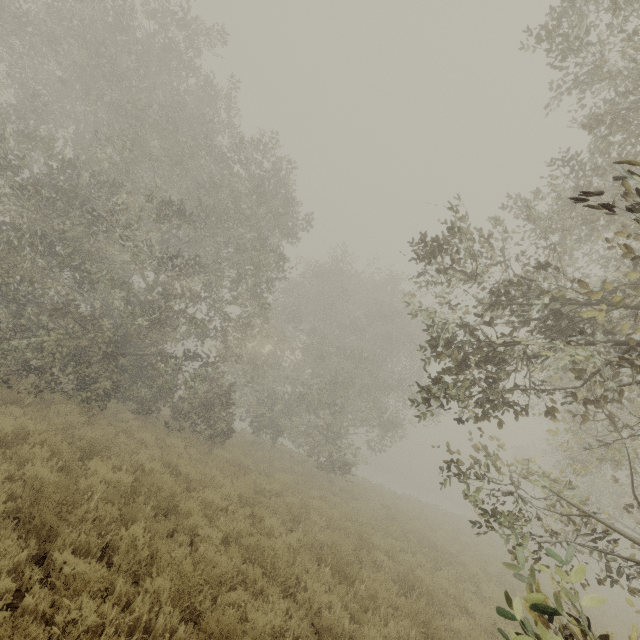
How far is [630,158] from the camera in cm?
694
